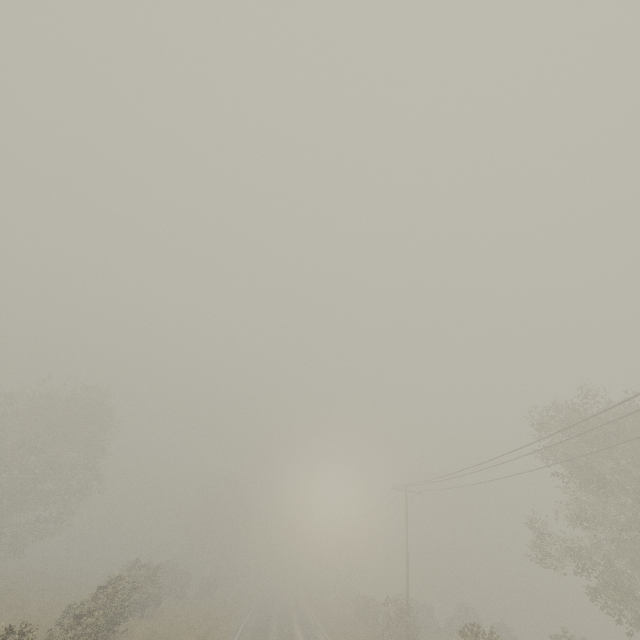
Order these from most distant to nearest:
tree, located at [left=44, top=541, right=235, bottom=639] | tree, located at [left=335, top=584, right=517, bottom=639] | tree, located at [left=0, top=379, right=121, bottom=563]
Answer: tree, located at [left=0, top=379, right=121, bottom=563] < tree, located at [left=335, top=584, right=517, bottom=639] < tree, located at [left=44, top=541, right=235, bottom=639]

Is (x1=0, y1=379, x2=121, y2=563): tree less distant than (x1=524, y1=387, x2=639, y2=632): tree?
No

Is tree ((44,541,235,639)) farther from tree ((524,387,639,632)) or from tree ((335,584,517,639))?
tree ((524,387,639,632))

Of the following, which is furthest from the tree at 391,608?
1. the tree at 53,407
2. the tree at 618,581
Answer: the tree at 618,581

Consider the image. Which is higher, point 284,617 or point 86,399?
point 86,399

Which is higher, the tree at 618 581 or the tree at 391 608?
the tree at 618 581
